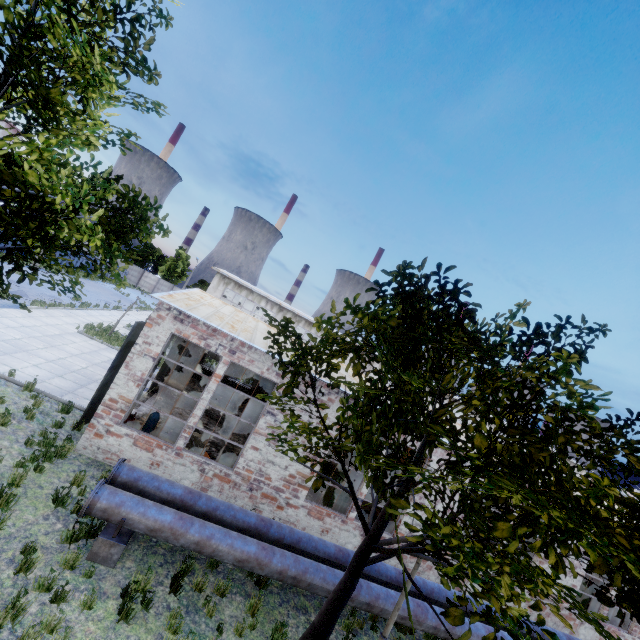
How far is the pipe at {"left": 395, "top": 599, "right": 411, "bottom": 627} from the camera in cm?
786

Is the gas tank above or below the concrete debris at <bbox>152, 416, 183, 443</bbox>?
above

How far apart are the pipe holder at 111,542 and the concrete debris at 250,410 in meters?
12.1 m

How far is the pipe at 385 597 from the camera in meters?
7.7

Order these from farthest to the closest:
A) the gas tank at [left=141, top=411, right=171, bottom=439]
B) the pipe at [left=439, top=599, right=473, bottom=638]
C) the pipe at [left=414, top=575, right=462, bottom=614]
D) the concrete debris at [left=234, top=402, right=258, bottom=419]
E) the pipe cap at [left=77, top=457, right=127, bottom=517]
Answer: the concrete debris at [left=234, top=402, right=258, bottom=419]
the gas tank at [left=141, top=411, right=171, bottom=439]
the pipe at [left=414, top=575, right=462, bottom=614]
the pipe at [left=439, top=599, right=473, bottom=638]
the pipe cap at [left=77, top=457, right=127, bottom=517]

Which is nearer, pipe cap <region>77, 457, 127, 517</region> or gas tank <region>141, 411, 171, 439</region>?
pipe cap <region>77, 457, 127, 517</region>

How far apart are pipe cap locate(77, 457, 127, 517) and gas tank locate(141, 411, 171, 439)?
3.34m

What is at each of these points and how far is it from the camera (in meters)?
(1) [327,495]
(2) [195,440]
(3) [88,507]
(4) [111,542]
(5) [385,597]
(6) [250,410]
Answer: (1) band saw, 11.88
(2) concrete debris, 12.80
(3) pipe cap, 6.33
(4) pipe holder, 6.50
(5) pipe, 7.89
(6) concrete debris, 20.78
